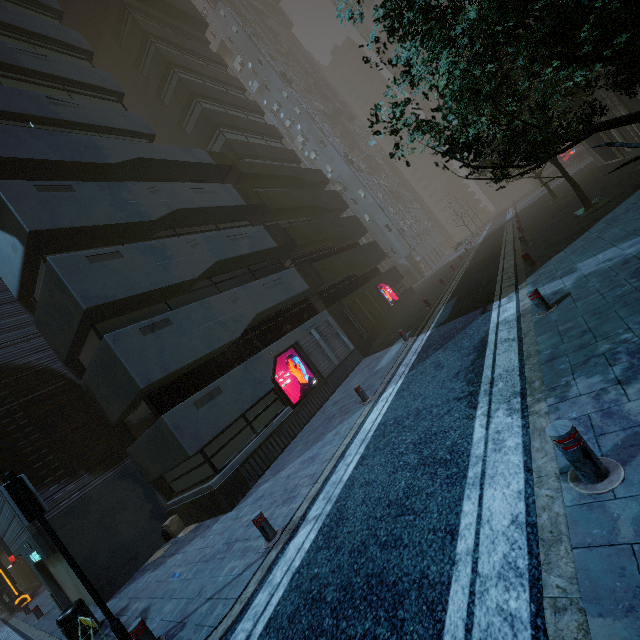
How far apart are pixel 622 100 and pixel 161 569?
25.0 meters

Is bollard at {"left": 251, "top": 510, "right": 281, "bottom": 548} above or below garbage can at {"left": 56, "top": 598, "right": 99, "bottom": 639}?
below

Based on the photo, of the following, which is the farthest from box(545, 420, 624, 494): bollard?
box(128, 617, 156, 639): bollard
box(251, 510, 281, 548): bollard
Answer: box(128, 617, 156, 639): bollard

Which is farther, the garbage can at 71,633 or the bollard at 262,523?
the garbage can at 71,633

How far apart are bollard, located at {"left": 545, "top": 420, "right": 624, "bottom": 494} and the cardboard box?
12.28m

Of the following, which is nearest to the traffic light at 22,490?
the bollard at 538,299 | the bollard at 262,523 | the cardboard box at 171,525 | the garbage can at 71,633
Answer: the bollard at 262,523

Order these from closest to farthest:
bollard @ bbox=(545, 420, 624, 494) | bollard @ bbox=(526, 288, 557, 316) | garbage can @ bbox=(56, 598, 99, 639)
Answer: bollard @ bbox=(545, 420, 624, 494) < bollard @ bbox=(526, 288, 557, 316) < garbage can @ bbox=(56, 598, 99, 639)

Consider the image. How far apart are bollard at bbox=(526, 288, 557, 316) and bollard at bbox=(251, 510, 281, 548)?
7.0 meters
